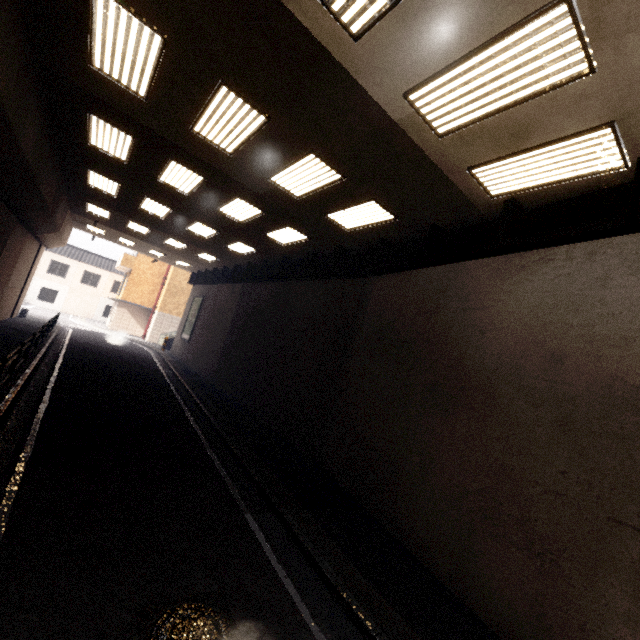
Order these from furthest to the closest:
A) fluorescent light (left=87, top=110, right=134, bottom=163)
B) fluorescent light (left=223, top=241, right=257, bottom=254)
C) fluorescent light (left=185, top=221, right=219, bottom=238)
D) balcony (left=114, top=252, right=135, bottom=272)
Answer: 1. balcony (left=114, top=252, right=135, bottom=272)
2. fluorescent light (left=223, top=241, right=257, bottom=254)
3. fluorescent light (left=185, top=221, right=219, bottom=238)
4. fluorescent light (left=87, top=110, right=134, bottom=163)

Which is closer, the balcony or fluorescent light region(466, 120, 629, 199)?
fluorescent light region(466, 120, 629, 199)

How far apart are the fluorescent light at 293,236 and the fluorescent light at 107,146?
4.7m

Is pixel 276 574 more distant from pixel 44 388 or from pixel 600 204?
pixel 44 388

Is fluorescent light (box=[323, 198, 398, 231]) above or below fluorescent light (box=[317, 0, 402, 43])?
above

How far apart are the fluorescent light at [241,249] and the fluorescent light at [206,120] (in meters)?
6.95

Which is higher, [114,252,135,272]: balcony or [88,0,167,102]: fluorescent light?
[88,0,167,102]: fluorescent light

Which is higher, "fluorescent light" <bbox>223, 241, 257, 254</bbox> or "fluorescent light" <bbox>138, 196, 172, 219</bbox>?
"fluorescent light" <bbox>223, 241, 257, 254</bbox>
